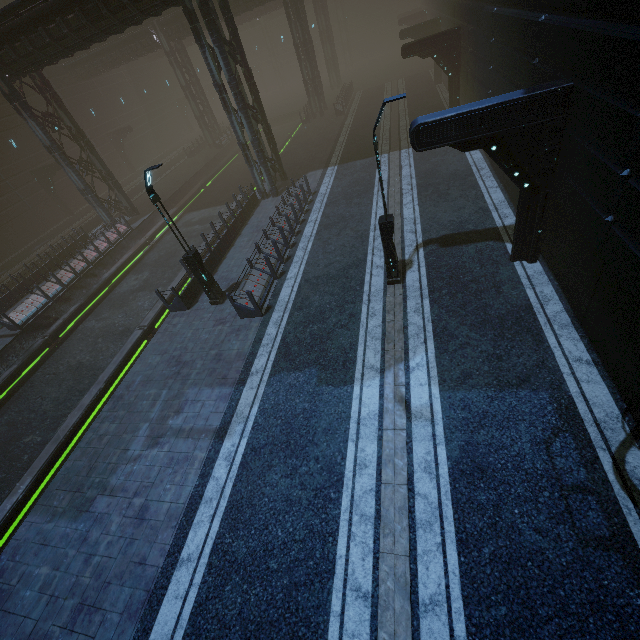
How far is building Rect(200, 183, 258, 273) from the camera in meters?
16.2 m

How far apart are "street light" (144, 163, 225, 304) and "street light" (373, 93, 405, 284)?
6.7m

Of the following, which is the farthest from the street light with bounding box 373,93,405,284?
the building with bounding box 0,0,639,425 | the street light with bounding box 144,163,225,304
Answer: the street light with bounding box 144,163,225,304

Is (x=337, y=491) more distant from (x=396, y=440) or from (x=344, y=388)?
(x=344, y=388)

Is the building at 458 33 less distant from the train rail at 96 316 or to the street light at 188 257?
the train rail at 96 316

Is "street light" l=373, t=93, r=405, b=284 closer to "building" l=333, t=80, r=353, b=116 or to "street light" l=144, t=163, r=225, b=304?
"building" l=333, t=80, r=353, b=116

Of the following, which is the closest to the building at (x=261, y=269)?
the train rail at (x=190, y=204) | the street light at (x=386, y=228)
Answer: the train rail at (x=190, y=204)

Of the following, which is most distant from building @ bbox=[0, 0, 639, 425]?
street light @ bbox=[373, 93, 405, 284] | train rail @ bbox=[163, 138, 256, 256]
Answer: street light @ bbox=[373, 93, 405, 284]
